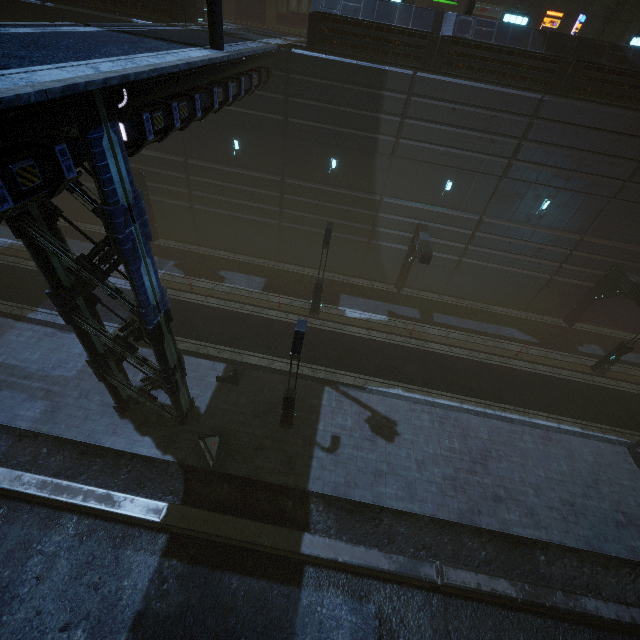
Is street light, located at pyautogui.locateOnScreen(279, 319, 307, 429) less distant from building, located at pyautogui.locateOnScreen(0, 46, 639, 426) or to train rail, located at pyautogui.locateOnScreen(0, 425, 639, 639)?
train rail, located at pyautogui.locateOnScreen(0, 425, 639, 639)

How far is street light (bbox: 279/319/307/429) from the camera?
10.8 meters

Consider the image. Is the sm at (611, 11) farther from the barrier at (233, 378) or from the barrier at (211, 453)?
the barrier at (211, 453)

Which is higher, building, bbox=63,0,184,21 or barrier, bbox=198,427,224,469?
building, bbox=63,0,184,21

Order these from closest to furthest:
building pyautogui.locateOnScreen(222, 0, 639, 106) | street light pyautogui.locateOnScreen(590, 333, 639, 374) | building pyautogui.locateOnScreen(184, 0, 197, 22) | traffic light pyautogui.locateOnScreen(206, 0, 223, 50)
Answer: traffic light pyautogui.locateOnScreen(206, 0, 223, 50)
building pyautogui.locateOnScreen(222, 0, 639, 106)
building pyautogui.locateOnScreen(184, 0, 197, 22)
street light pyautogui.locateOnScreen(590, 333, 639, 374)

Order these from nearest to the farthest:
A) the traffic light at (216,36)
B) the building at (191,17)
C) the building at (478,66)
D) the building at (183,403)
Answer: the building at (183,403), the traffic light at (216,36), the building at (478,66), the building at (191,17)

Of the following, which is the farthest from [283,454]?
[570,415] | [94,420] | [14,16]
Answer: [14,16]

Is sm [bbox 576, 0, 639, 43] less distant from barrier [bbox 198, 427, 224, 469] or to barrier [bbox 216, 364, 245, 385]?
barrier [bbox 216, 364, 245, 385]
